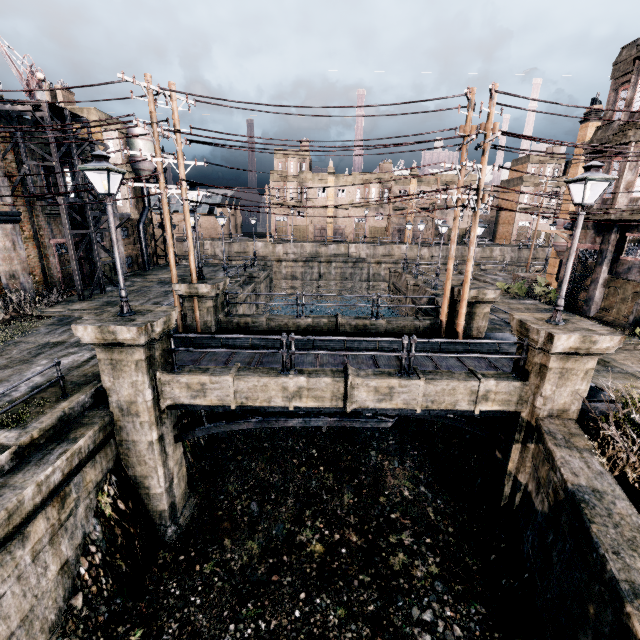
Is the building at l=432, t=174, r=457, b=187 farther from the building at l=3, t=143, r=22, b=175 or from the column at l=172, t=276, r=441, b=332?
the column at l=172, t=276, r=441, b=332

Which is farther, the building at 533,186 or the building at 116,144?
the building at 533,186

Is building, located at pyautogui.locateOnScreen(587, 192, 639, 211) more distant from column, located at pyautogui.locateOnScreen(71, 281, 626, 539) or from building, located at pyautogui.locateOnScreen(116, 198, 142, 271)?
building, located at pyautogui.locateOnScreen(116, 198, 142, 271)

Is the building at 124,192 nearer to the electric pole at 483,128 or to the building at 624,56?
the electric pole at 483,128

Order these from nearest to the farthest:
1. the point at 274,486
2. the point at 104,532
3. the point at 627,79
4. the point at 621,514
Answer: the point at 621,514, the point at 104,532, the point at 274,486, the point at 627,79

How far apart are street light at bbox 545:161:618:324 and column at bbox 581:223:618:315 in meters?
15.6 m

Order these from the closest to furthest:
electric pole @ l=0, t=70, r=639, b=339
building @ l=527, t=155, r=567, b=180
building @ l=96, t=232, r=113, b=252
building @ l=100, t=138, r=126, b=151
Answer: electric pole @ l=0, t=70, r=639, b=339 < building @ l=96, t=232, r=113, b=252 < building @ l=100, t=138, r=126, b=151 < building @ l=527, t=155, r=567, b=180

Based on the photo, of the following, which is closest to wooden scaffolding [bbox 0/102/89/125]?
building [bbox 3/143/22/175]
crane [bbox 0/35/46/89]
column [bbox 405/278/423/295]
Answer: building [bbox 3/143/22/175]
